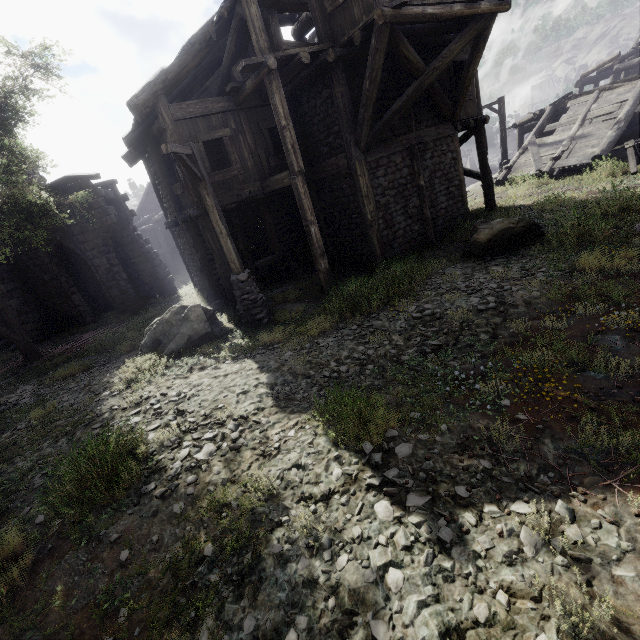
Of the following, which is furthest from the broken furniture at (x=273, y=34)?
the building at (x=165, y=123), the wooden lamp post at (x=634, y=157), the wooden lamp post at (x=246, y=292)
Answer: the wooden lamp post at (x=634, y=157)

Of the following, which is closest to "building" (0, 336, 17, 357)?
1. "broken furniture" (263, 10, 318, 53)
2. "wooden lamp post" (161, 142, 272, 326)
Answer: "broken furniture" (263, 10, 318, 53)

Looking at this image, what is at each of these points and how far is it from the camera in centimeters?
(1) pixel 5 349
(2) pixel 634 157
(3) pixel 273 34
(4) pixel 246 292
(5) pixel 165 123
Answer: (1) building, 1462cm
(2) wooden lamp post, 1294cm
(3) broken furniture, 850cm
(4) wooden lamp post, 960cm
(5) building, 967cm

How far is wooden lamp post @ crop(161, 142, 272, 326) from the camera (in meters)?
7.85

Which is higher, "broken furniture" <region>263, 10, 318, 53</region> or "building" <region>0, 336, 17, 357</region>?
"broken furniture" <region>263, 10, 318, 53</region>

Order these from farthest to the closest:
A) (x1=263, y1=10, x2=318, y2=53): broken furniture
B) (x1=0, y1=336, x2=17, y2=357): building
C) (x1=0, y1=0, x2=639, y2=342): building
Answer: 1. (x1=0, y1=336, x2=17, y2=357): building
2. (x1=0, y1=0, x2=639, y2=342): building
3. (x1=263, y1=10, x2=318, y2=53): broken furniture

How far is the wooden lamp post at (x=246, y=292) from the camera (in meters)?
7.85

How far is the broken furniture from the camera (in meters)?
8.36
